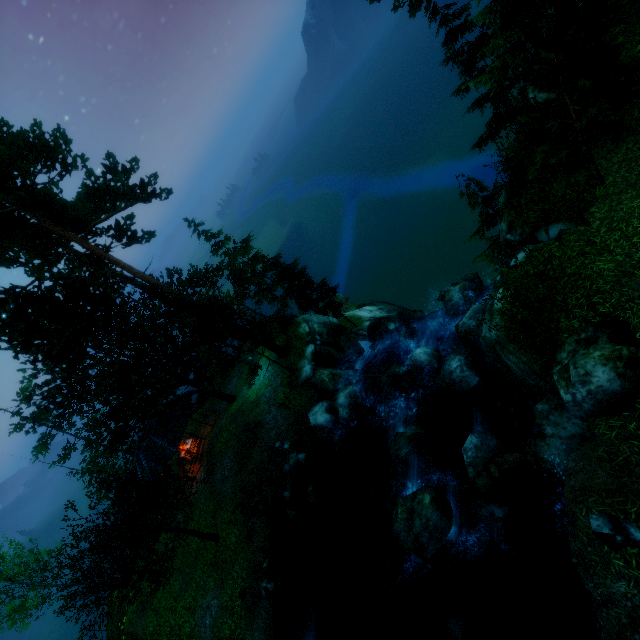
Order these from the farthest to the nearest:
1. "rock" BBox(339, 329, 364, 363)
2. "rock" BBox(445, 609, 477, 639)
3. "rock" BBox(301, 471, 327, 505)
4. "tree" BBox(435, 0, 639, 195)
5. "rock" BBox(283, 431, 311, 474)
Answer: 1. "rock" BBox(339, 329, 364, 363)
2. "rock" BBox(283, 431, 311, 474)
3. "rock" BBox(301, 471, 327, 505)
4. "rock" BBox(445, 609, 477, 639)
5. "tree" BBox(435, 0, 639, 195)

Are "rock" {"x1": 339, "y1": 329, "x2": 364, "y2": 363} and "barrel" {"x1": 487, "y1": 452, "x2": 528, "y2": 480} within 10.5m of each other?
no

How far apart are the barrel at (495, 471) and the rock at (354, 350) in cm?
1179

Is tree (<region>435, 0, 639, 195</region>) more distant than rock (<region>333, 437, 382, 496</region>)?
No

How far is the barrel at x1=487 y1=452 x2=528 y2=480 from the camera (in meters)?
10.34

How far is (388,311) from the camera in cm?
3559

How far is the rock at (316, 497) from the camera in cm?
1656

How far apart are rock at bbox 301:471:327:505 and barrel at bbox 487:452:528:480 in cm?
882
